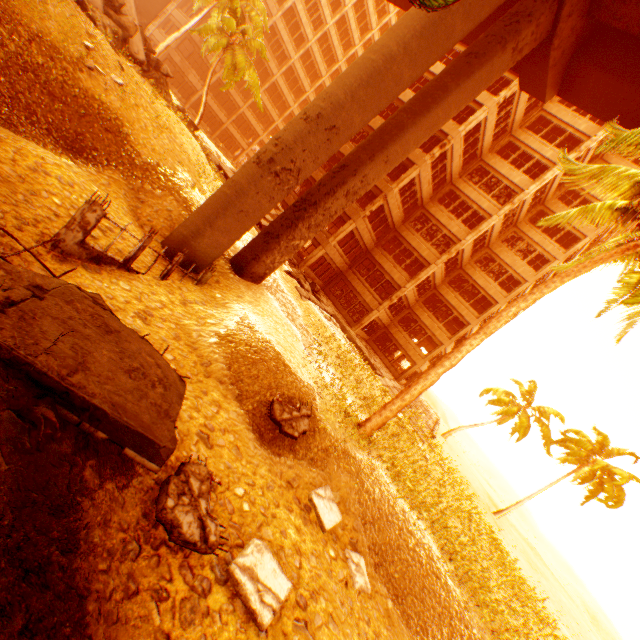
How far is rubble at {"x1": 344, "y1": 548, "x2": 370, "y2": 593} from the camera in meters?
6.9

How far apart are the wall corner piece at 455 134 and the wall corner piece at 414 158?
2.1 meters

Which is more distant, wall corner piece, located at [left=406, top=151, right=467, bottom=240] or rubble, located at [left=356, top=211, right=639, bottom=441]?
wall corner piece, located at [left=406, top=151, right=467, bottom=240]

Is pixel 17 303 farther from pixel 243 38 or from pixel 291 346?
pixel 243 38

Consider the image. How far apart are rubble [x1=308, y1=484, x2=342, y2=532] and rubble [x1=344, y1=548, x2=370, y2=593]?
0.62m

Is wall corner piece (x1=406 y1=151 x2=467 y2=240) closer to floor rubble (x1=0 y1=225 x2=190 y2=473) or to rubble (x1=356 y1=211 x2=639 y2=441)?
rubble (x1=356 y1=211 x2=639 y2=441)

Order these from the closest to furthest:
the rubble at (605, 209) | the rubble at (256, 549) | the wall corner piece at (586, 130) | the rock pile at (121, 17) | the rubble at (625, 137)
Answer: the rubble at (256, 549)
the rubble at (625, 137)
the rubble at (605, 209)
the rock pile at (121, 17)
the wall corner piece at (586, 130)

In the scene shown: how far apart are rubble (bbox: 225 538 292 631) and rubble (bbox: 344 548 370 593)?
2.5m
